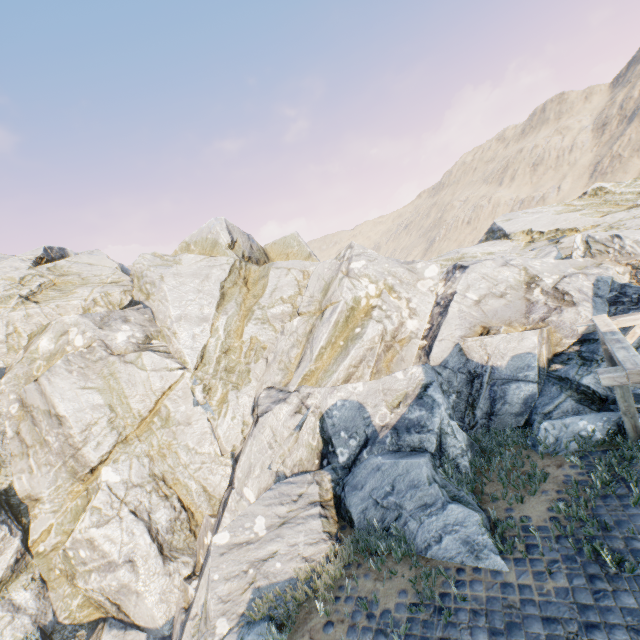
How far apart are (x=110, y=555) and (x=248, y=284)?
14.2m

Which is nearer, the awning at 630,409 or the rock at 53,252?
the awning at 630,409

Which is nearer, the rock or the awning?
the awning
